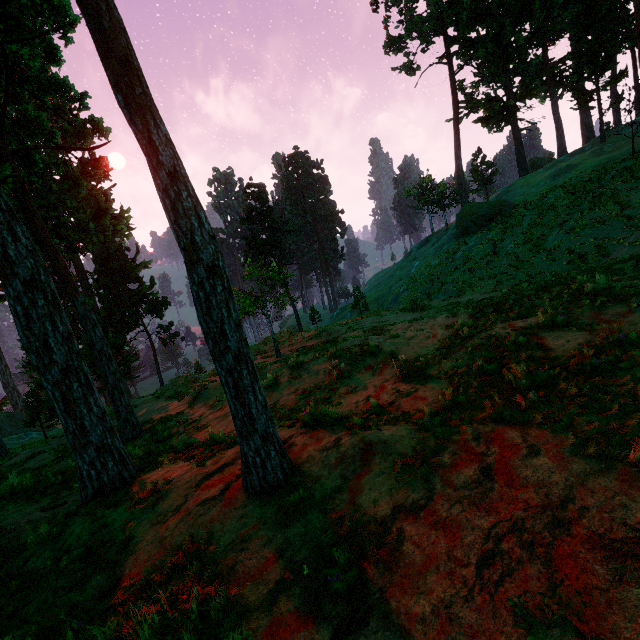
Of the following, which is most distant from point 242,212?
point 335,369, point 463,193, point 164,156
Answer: point 164,156

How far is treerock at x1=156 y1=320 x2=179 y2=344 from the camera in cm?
4759

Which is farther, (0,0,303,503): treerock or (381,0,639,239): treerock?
(381,0,639,239): treerock

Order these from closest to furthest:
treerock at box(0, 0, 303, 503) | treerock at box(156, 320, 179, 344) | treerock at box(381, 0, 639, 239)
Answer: treerock at box(0, 0, 303, 503)
treerock at box(381, 0, 639, 239)
treerock at box(156, 320, 179, 344)

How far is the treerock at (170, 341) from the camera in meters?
47.6

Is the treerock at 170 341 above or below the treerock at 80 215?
below

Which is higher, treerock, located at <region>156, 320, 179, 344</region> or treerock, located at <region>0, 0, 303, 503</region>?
treerock, located at <region>0, 0, 303, 503</region>
